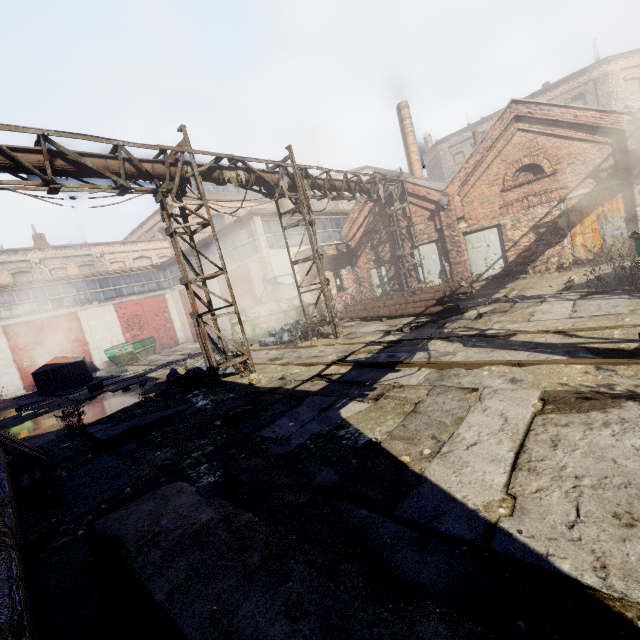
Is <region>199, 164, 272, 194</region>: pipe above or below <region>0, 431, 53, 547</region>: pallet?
above

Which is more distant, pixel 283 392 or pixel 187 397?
pixel 187 397

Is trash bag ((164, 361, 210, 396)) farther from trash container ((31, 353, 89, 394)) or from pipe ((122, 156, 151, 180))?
trash container ((31, 353, 89, 394))

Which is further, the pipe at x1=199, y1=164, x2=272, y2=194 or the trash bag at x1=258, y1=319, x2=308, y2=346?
the trash bag at x1=258, y1=319, x2=308, y2=346

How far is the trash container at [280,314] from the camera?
15.8 meters

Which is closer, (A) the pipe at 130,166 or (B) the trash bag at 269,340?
(A) the pipe at 130,166

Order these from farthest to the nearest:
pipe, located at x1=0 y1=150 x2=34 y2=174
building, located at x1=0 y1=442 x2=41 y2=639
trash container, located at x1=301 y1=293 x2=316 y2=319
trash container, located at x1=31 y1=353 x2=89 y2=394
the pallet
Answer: trash container, located at x1=31 y1=353 x2=89 y2=394 → trash container, located at x1=301 y1=293 x2=316 y2=319 → pipe, located at x1=0 y1=150 x2=34 y2=174 → the pallet → building, located at x1=0 y1=442 x2=41 y2=639

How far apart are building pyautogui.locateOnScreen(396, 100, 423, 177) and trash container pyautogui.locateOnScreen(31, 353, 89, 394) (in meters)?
23.82
